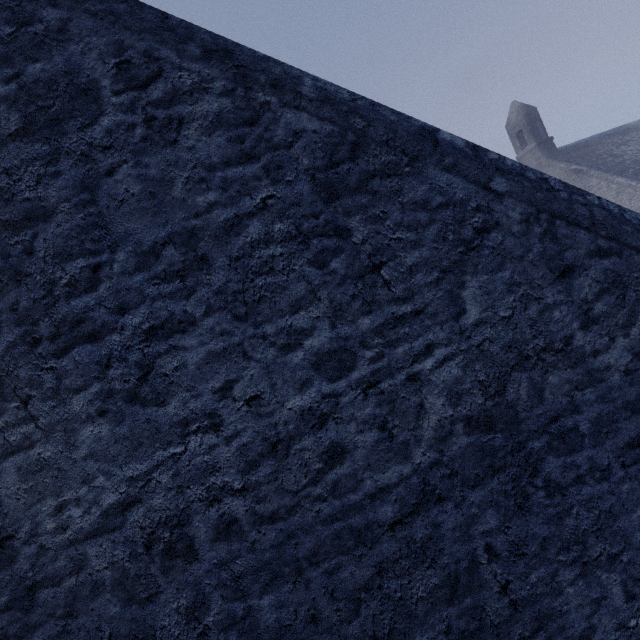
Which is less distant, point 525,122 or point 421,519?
point 421,519
